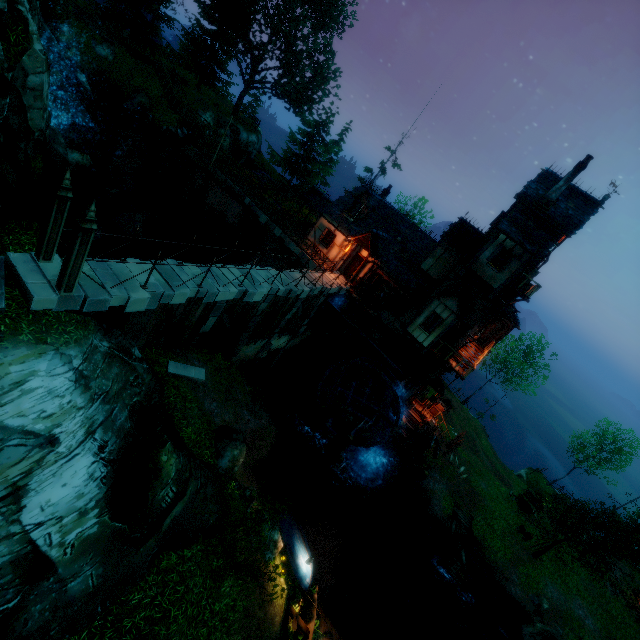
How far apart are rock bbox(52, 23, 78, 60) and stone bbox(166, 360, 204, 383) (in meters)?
29.36

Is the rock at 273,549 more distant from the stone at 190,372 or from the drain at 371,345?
the drain at 371,345

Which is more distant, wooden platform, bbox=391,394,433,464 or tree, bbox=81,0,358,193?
tree, bbox=81,0,358,193

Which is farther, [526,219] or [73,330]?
[526,219]

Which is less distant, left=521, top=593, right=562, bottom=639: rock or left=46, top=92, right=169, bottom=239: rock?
left=46, top=92, right=169, bottom=239: rock

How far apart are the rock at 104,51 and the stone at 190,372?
31.34m

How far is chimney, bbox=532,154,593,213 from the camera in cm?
1848

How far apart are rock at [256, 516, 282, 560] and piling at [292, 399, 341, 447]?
8.6m
